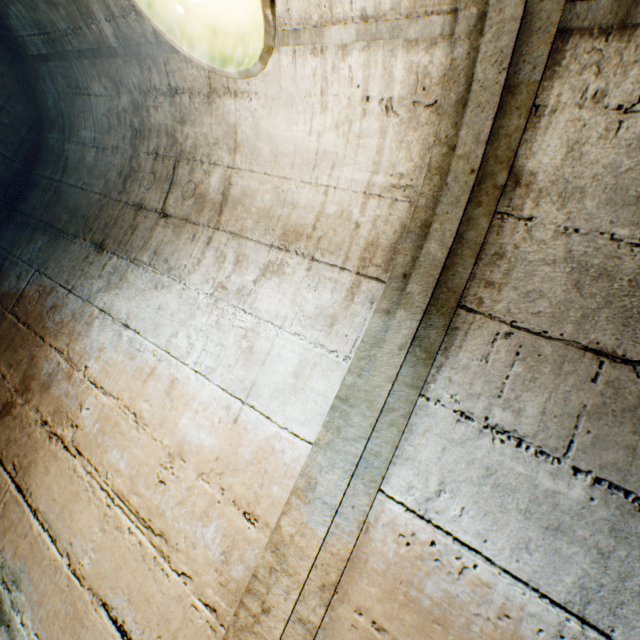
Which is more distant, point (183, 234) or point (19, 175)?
point (19, 175)
